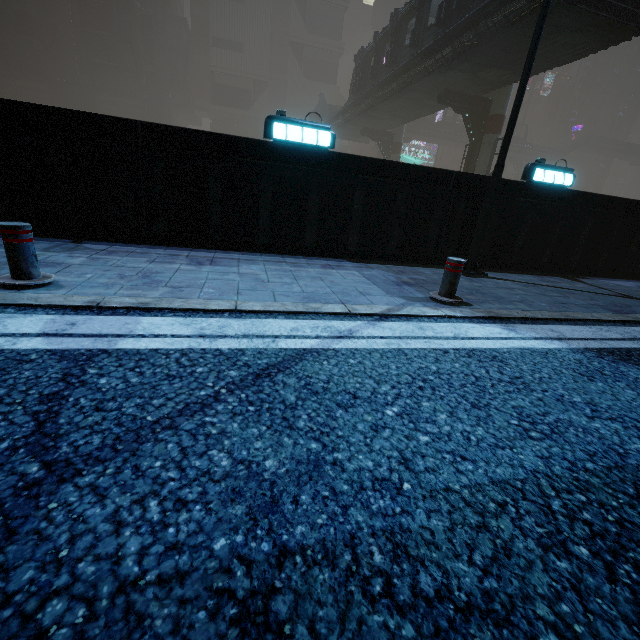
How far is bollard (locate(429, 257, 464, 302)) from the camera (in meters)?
4.32

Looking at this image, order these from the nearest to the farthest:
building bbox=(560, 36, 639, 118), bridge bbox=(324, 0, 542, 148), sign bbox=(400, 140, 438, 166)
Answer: bridge bbox=(324, 0, 542, 148) < sign bbox=(400, 140, 438, 166) < building bbox=(560, 36, 639, 118)

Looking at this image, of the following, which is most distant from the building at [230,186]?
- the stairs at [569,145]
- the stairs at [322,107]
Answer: the stairs at [322,107]

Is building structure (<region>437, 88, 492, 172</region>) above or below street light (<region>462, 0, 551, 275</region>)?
above

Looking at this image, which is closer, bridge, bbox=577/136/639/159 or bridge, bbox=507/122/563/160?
bridge, bbox=507/122/563/160

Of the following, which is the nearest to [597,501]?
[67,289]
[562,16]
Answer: [67,289]

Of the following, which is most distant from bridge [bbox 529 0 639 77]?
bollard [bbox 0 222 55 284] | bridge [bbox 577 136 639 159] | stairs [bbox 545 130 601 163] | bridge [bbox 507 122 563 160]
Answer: bridge [bbox 577 136 639 159]

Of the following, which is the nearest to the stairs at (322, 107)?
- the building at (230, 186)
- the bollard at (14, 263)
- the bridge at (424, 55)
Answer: the bridge at (424, 55)
